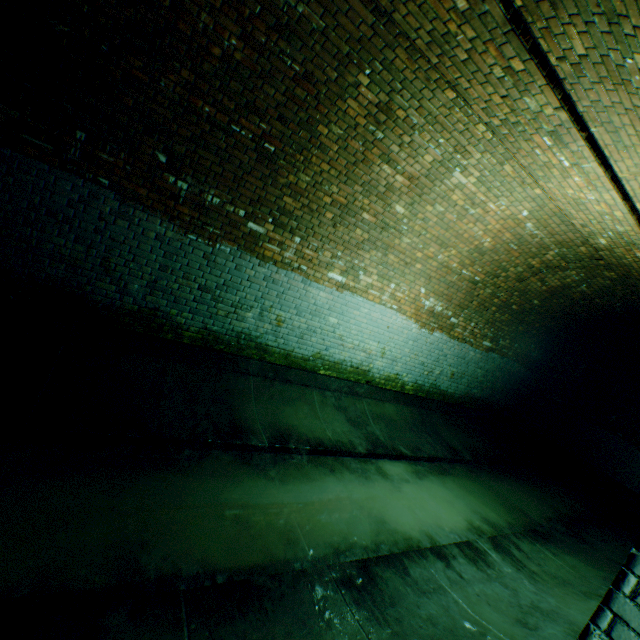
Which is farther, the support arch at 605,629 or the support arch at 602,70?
the support arch at 602,70

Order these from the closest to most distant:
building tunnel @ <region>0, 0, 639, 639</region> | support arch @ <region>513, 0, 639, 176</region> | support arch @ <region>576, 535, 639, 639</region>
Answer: support arch @ <region>576, 535, 639, 639</region>, support arch @ <region>513, 0, 639, 176</region>, building tunnel @ <region>0, 0, 639, 639</region>

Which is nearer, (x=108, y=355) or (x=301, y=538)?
(x=301, y=538)

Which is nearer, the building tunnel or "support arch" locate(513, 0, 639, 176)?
"support arch" locate(513, 0, 639, 176)

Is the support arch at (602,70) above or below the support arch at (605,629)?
above

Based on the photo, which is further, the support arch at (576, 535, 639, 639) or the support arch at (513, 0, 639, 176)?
the support arch at (513, 0, 639, 176)

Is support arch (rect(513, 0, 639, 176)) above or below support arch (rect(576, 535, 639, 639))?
above
